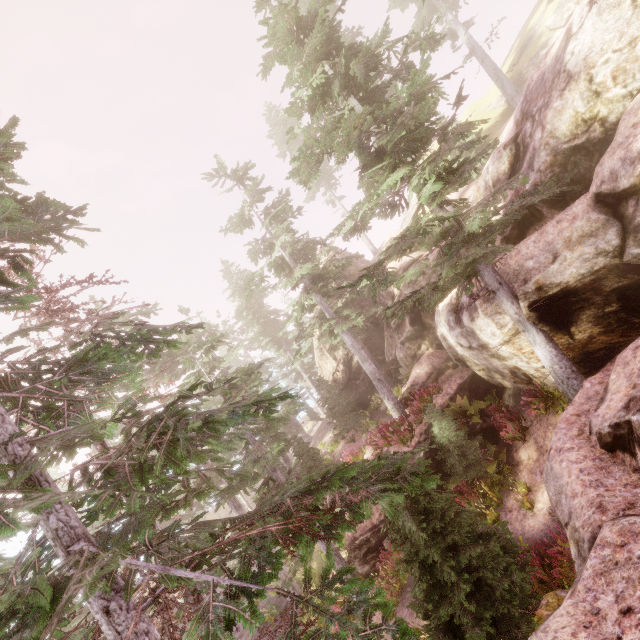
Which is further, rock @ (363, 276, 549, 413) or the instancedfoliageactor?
rock @ (363, 276, 549, 413)

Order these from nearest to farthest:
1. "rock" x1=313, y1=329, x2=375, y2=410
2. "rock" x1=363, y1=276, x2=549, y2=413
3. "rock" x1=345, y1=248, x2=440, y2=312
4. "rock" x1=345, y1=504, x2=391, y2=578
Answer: "rock" x1=363, y1=276, x2=549, y2=413 < "rock" x1=345, y1=504, x2=391, y2=578 < "rock" x1=345, y1=248, x2=440, y2=312 < "rock" x1=313, y1=329, x2=375, y2=410

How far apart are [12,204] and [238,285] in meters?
29.8

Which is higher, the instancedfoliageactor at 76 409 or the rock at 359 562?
the instancedfoliageactor at 76 409

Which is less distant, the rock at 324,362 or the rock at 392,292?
the rock at 392,292

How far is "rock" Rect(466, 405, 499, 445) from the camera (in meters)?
14.98

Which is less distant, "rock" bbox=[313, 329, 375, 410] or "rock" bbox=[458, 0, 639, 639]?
"rock" bbox=[458, 0, 639, 639]
